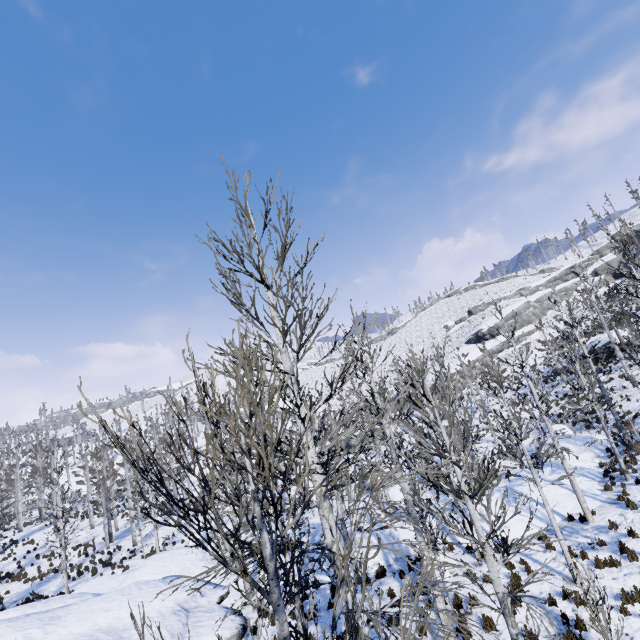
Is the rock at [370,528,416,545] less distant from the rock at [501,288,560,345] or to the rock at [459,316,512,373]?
the rock at [459,316,512,373]

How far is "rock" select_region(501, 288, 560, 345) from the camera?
50.3 meters

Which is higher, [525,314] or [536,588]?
[525,314]

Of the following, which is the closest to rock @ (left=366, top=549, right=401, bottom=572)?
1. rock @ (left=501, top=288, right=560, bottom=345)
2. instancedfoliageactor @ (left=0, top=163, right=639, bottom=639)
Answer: instancedfoliageactor @ (left=0, top=163, right=639, bottom=639)

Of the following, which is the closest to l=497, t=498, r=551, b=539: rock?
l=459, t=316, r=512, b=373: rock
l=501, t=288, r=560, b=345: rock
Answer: l=459, t=316, r=512, b=373: rock

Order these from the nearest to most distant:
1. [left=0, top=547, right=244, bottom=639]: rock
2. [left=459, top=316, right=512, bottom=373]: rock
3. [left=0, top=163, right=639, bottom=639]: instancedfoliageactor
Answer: [left=0, top=163, right=639, bottom=639]: instancedfoliageactor < [left=0, top=547, right=244, bottom=639]: rock < [left=459, top=316, right=512, bottom=373]: rock

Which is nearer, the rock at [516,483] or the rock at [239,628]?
the rock at [239,628]

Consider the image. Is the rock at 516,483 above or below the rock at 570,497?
above
